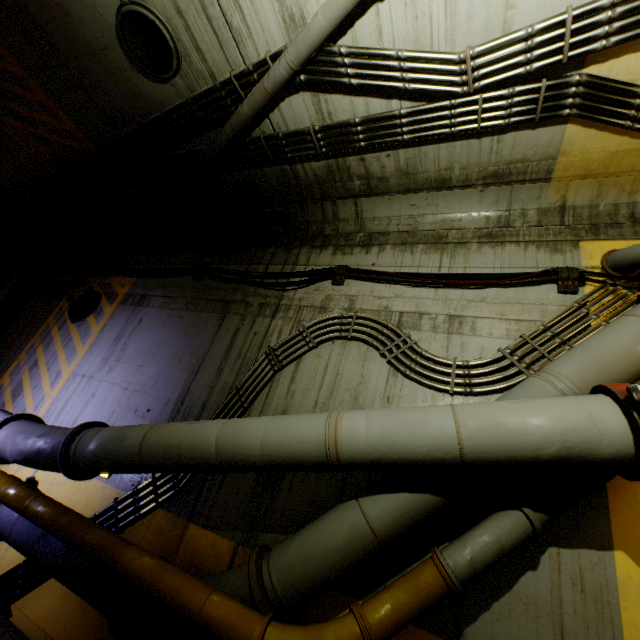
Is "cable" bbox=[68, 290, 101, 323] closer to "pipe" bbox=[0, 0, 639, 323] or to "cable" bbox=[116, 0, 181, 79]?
"pipe" bbox=[0, 0, 639, 323]

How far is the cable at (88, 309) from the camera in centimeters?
697cm

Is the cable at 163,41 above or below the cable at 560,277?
above

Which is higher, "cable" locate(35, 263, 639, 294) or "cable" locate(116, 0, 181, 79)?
"cable" locate(116, 0, 181, 79)

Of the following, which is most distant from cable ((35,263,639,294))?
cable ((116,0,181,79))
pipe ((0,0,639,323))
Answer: cable ((116,0,181,79))

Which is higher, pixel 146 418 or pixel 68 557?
pixel 146 418

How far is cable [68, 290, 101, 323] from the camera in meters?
7.0
